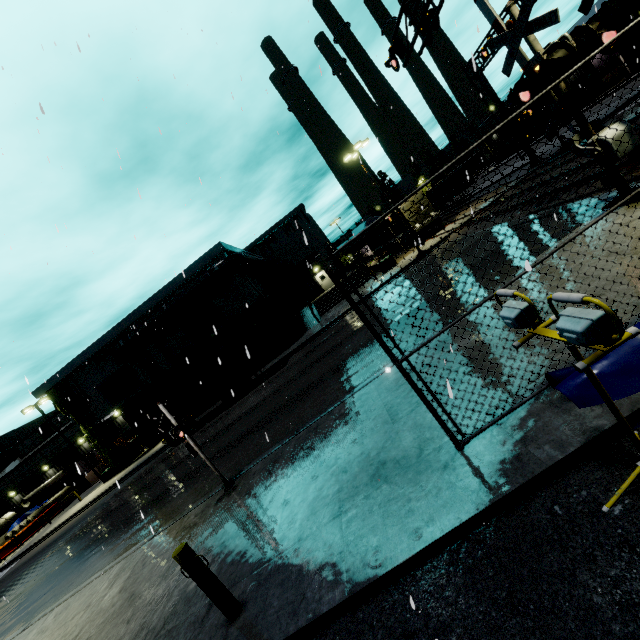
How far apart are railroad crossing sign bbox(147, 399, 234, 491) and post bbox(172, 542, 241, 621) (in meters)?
3.82

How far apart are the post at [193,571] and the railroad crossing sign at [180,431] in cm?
382

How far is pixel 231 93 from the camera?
7.3m

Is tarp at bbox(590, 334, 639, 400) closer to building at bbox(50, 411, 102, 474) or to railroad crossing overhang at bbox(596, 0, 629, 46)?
building at bbox(50, 411, 102, 474)

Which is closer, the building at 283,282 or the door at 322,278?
the building at 283,282

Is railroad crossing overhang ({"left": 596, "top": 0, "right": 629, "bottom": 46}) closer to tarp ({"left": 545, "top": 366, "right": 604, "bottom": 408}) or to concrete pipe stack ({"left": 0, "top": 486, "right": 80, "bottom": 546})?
tarp ({"left": 545, "top": 366, "right": 604, "bottom": 408})

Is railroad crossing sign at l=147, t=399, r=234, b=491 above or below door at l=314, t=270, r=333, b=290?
below

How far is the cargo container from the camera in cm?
2169
